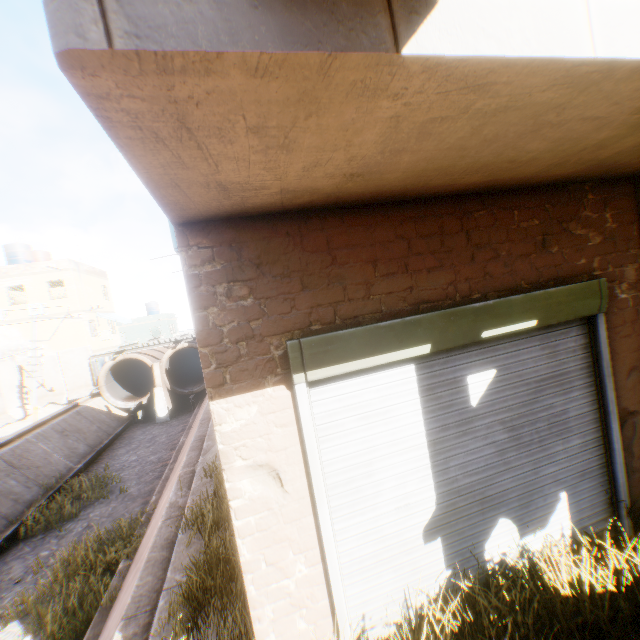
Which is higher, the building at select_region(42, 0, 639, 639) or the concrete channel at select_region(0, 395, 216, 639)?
the building at select_region(42, 0, 639, 639)

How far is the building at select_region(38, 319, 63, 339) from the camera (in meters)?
23.50

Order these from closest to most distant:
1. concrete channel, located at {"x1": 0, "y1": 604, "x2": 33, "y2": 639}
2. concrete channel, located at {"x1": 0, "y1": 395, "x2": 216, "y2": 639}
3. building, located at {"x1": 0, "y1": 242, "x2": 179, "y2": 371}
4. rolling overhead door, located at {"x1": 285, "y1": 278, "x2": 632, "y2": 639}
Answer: rolling overhead door, located at {"x1": 285, "y1": 278, "x2": 632, "y2": 639} < concrete channel, located at {"x1": 0, "y1": 395, "x2": 216, "y2": 639} < concrete channel, located at {"x1": 0, "y1": 604, "x2": 33, "y2": 639} < building, located at {"x1": 0, "y1": 242, "x2": 179, "y2": 371}

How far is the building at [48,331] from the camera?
23.5m

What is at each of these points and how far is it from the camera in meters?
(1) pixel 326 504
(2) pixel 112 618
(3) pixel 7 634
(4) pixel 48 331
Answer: (1) rolling overhead door, 2.7 m
(2) concrete channel, 5.6 m
(3) concrete channel, 7.3 m
(4) building, 23.6 m

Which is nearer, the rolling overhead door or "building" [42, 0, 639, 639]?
"building" [42, 0, 639, 639]

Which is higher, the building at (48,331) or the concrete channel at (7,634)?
the building at (48,331)

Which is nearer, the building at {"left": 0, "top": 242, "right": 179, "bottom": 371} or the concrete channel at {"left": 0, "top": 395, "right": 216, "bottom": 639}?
the concrete channel at {"left": 0, "top": 395, "right": 216, "bottom": 639}
